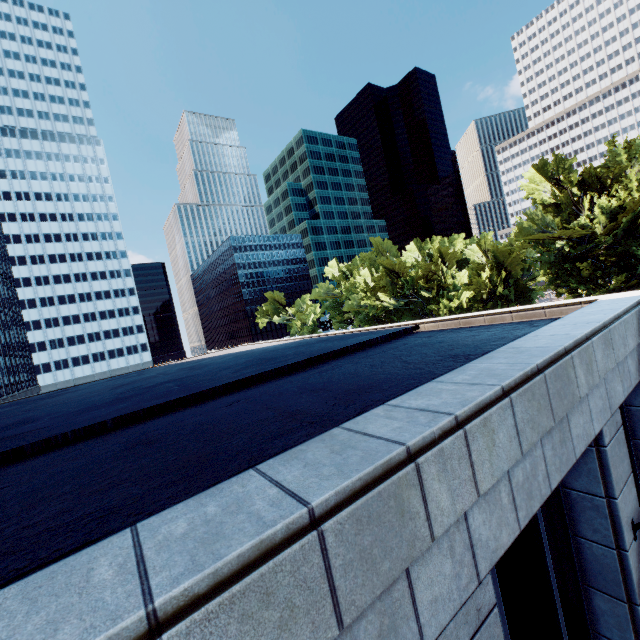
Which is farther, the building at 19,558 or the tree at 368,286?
the tree at 368,286

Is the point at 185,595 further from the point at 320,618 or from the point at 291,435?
the point at 291,435

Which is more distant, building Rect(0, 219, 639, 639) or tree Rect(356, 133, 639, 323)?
tree Rect(356, 133, 639, 323)
